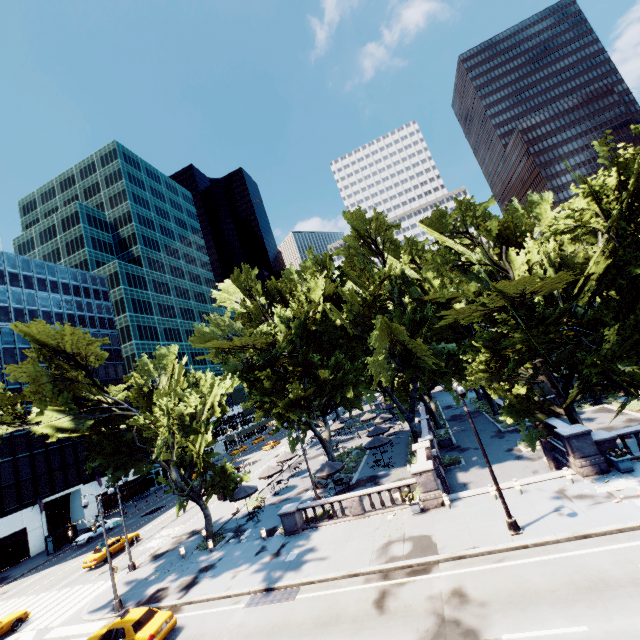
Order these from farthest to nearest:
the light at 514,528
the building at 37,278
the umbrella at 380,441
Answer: the building at 37,278 < the umbrella at 380,441 < the light at 514,528

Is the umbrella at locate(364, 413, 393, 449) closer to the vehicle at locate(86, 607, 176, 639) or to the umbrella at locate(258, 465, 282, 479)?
the umbrella at locate(258, 465, 282, 479)

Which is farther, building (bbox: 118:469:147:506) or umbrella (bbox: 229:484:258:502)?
building (bbox: 118:469:147:506)

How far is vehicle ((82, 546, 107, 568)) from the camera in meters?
29.7 m

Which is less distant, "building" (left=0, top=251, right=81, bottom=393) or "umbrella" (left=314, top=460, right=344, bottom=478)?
"umbrella" (left=314, top=460, right=344, bottom=478)

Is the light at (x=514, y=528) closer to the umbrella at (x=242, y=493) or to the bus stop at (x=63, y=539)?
the umbrella at (x=242, y=493)

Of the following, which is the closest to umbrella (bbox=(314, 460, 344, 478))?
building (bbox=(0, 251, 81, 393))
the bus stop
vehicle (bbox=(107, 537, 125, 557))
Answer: vehicle (bbox=(107, 537, 125, 557))

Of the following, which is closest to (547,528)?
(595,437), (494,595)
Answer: (494,595)
